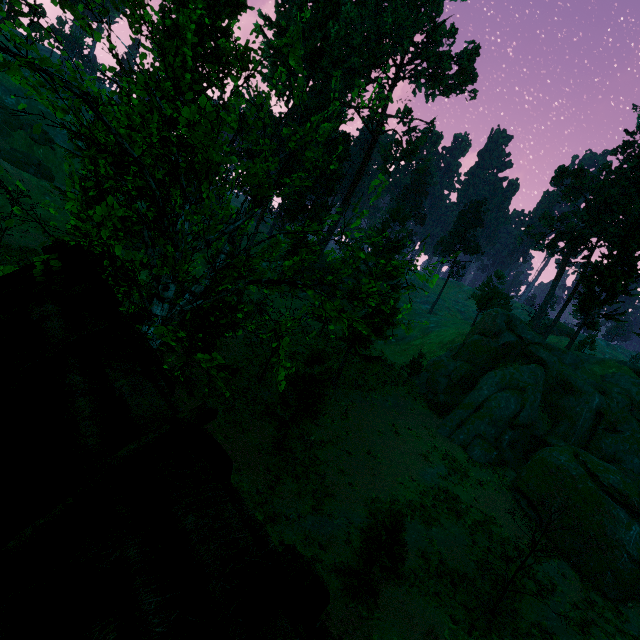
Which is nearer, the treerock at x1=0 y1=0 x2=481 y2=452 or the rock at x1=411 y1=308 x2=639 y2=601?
the treerock at x1=0 y1=0 x2=481 y2=452

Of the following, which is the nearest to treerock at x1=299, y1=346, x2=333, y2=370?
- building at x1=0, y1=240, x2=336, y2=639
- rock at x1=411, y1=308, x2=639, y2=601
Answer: building at x1=0, y1=240, x2=336, y2=639

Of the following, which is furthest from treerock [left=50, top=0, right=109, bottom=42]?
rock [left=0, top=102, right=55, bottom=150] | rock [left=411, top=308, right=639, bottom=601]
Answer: rock [left=0, top=102, right=55, bottom=150]

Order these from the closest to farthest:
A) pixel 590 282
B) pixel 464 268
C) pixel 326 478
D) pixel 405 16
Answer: pixel 326 478, pixel 590 282, pixel 405 16, pixel 464 268

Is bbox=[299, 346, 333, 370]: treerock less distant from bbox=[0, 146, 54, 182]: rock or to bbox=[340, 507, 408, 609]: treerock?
bbox=[340, 507, 408, 609]: treerock

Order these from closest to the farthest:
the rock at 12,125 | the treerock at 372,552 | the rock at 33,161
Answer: the treerock at 372,552, the rock at 33,161, the rock at 12,125

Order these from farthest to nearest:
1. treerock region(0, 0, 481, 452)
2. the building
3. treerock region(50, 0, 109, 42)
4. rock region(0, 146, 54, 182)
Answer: rock region(0, 146, 54, 182)
treerock region(50, 0, 109, 42)
treerock region(0, 0, 481, 452)
the building

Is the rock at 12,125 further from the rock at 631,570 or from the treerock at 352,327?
the rock at 631,570
